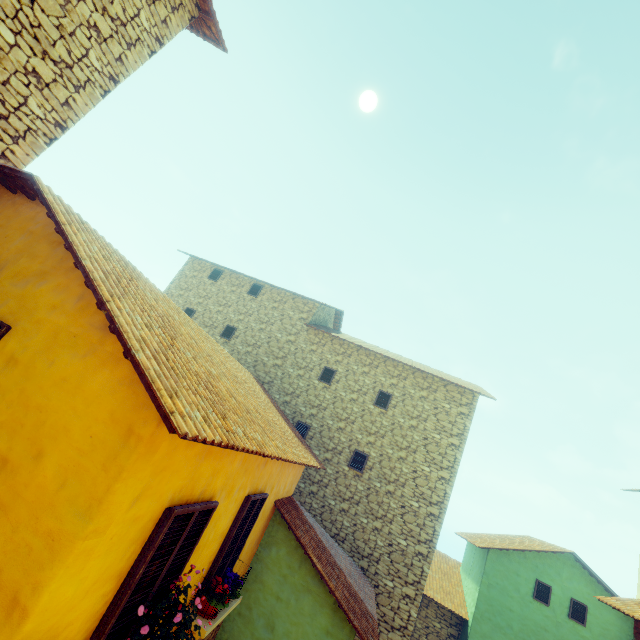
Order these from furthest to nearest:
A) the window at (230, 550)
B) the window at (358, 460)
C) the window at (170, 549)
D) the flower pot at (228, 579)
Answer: the window at (358, 460) < the window at (230, 550) < the flower pot at (228, 579) < the window at (170, 549)

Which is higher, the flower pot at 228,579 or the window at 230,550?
the window at 230,550

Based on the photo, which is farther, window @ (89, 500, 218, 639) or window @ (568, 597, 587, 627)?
window @ (568, 597, 587, 627)

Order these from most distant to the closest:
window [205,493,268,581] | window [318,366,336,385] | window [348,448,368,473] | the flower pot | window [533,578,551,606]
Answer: window [318,366,336,385] < window [533,578,551,606] < window [348,448,368,473] < window [205,493,268,581] < the flower pot

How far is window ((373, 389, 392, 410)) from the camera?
12.83m

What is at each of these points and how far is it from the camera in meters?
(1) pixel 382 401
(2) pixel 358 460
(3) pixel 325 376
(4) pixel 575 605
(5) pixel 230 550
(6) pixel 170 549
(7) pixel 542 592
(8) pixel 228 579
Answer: (1) window, 12.9 m
(2) window, 12.0 m
(3) window, 13.7 m
(4) window, 12.4 m
(5) window, 5.6 m
(6) window, 3.5 m
(7) window, 12.7 m
(8) flower pot, 5.5 m
